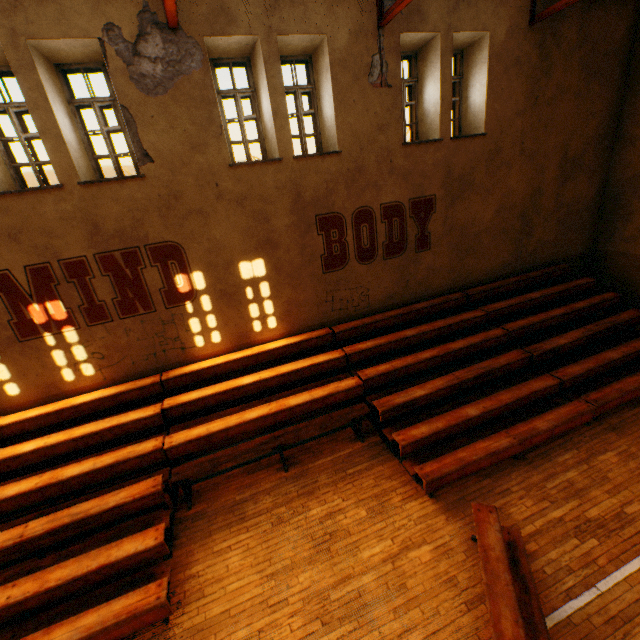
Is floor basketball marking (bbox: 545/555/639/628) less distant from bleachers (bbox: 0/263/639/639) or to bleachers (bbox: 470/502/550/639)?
bleachers (bbox: 470/502/550/639)

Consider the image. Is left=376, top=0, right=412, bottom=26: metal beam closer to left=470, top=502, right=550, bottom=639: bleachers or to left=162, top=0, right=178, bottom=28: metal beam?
left=162, top=0, right=178, bottom=28: metal beam

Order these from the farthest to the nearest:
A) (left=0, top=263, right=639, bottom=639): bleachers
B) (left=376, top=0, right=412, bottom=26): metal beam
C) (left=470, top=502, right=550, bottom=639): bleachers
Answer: (left=376, top=0, right=412, bottom=26): metal beam
(left=0, top=263, right=639, bottom=639): bleachers
(left=470, top=502, right=550, bottom=639): bleachers

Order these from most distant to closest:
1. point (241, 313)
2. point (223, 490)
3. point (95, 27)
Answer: point (241, 313) < point (223, 490) < point (95, 27)

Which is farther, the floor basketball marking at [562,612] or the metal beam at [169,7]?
the metal beam at [169,7]

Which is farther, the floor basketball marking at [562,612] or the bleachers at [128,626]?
the bleachers at [128,626]

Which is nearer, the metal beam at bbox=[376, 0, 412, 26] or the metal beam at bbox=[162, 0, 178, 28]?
the metal beam at bbox=[162, 0, 178, 28]
